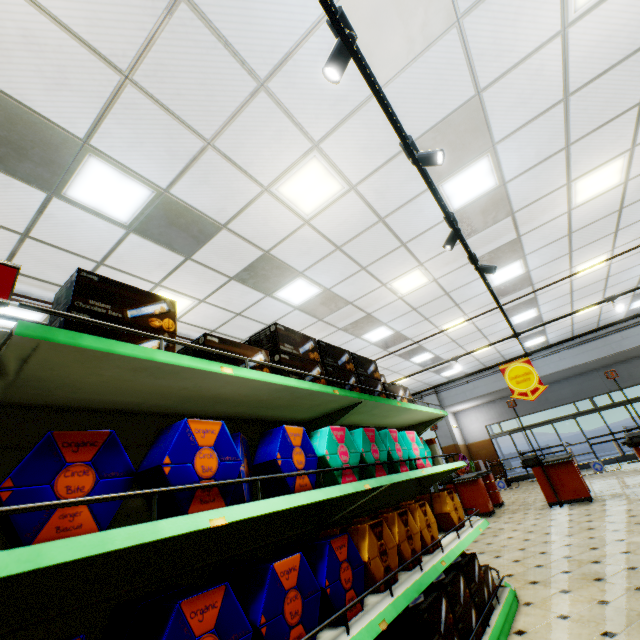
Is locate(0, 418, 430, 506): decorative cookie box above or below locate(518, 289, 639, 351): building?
below

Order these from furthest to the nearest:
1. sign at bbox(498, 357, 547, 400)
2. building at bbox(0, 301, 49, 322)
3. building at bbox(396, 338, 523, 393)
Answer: building at bbox(396, 338, 523, 393), sign at bbox(498, 357, 547, 400), building at bbox(0, 301, 49, 322)

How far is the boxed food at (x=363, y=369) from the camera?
1.7m

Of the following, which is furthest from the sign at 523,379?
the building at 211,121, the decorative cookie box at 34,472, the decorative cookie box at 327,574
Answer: the decorative cookie box at 327,574

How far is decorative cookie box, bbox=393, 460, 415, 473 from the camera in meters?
2.6 m

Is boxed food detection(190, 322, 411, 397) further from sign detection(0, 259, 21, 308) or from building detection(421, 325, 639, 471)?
building detection(421, 325, 639, 471)

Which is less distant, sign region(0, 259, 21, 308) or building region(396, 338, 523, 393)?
sign region(0, 259, 21, 308)

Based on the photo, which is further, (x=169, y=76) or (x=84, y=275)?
(x=169, y=76)
